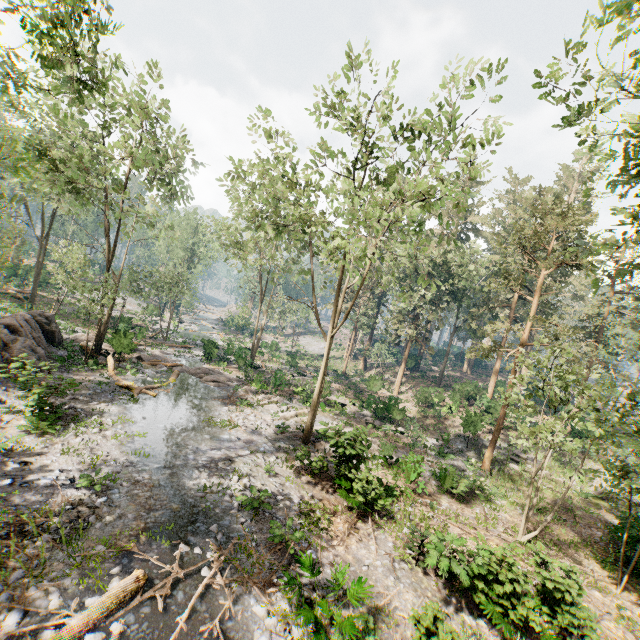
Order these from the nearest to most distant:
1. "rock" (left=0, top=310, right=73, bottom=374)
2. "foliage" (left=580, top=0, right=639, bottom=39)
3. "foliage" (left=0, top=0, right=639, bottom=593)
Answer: "foliage" (left=580, top=0, right=639, bottom=39) < "foliage" (left=0, top=0, right=639, bottom=593) < "rock" (left=0, top=310, right=73, bottom=374)

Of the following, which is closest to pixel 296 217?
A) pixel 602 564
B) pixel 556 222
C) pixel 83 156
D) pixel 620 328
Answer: pixel 83 156

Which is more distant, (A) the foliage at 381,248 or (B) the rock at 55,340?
(B) the rock at 55,340

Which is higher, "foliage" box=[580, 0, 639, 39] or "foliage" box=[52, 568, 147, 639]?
"foliage" box=[580, 0, 639, 39]

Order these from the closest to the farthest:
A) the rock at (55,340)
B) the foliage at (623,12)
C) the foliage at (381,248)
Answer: the foliage at (623,12) < the foliage at (381,248) < the rock at (55,340)

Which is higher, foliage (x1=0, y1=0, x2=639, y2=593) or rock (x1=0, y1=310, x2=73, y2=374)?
foliage (x1=0, y1=0, x2=639, y2=593)
